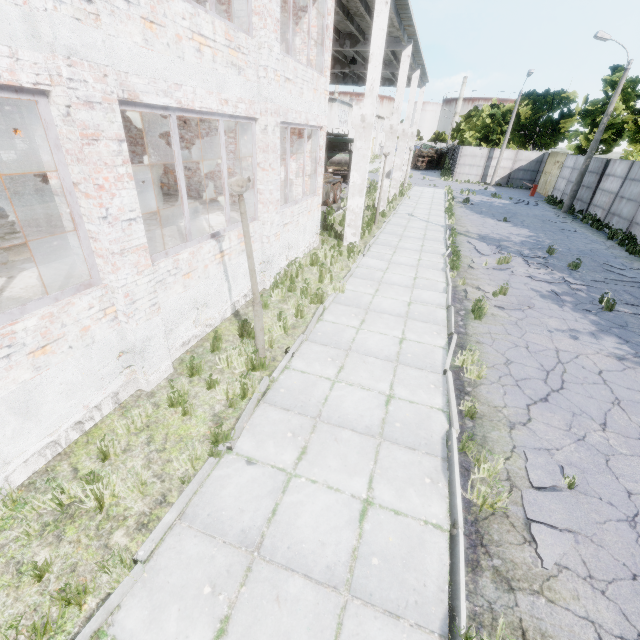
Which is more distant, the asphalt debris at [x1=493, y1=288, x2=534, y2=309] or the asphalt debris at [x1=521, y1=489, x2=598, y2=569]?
the asphalt debris at [x1=493, y1=288, x2=534, y2=309]

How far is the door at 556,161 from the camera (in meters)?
29.64

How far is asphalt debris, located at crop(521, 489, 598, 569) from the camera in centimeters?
360cm

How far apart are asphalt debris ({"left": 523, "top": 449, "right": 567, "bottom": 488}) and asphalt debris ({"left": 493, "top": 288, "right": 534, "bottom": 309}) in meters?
5.1

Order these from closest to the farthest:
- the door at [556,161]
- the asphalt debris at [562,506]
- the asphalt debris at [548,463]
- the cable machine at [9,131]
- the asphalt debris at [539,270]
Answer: the asphalt debris at [562,506] < the asphalt debris at [548,463] < the asphalt debris at [539,270] < the cable machine at [9,131] < the door at [556,161]

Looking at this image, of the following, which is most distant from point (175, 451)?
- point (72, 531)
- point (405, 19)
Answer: point (405, 19)

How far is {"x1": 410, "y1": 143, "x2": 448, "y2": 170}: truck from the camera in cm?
4762

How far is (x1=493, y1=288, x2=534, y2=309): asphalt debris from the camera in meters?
8.9 m
